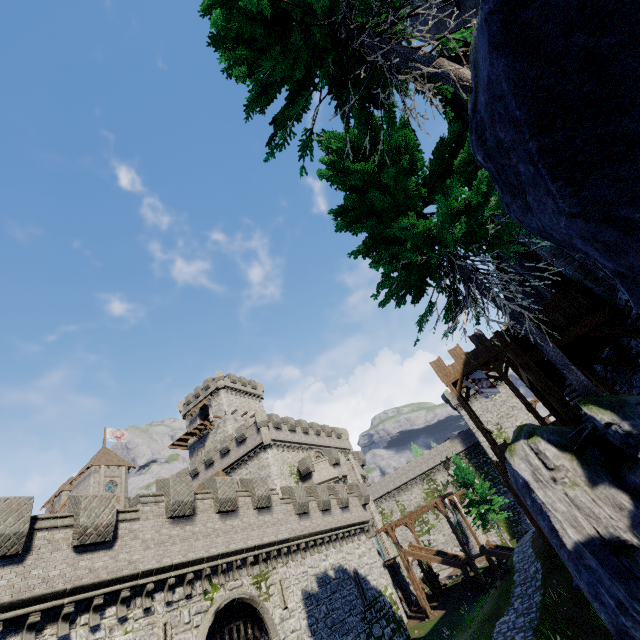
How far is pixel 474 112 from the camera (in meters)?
3.77

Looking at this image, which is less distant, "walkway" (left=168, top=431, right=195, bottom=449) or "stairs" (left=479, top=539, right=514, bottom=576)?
"stairs" (left=479, top=539, right=514, bottom=576)

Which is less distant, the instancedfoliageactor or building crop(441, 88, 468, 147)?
building crop(441, 88, 468, 147)

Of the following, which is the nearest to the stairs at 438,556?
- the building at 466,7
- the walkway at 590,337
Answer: the building at 466,7

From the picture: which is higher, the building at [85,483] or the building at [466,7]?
the building at [85,483]

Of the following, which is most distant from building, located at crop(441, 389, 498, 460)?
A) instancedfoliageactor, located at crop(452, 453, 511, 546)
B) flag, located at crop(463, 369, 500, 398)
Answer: flag, located at crop(463, 369, 500, 398)

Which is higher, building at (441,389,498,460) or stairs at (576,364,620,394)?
building at (441,389,498,460)

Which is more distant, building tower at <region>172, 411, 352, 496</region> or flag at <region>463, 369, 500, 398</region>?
building tower at <region>172, 411, 352, 496</region>
